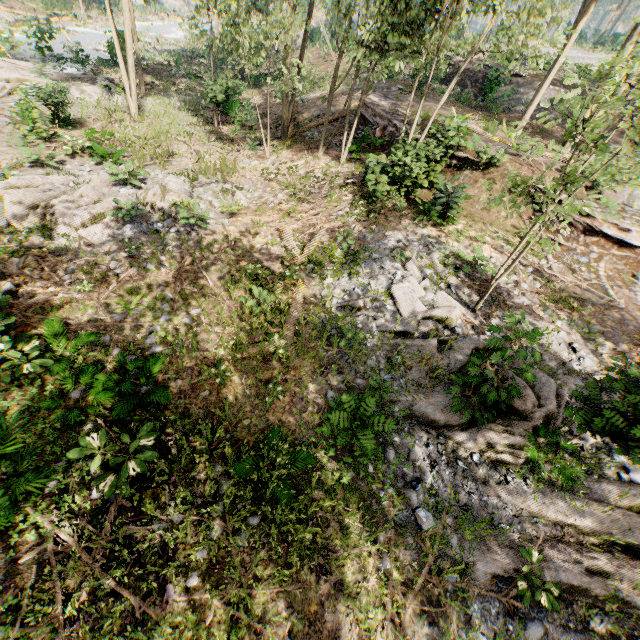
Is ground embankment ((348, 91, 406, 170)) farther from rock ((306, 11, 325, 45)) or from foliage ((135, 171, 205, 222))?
rock ((306, 11, 325, 45))

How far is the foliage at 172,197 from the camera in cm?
1210

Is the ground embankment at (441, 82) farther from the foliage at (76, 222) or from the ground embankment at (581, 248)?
the ground embankment at (581, 248)

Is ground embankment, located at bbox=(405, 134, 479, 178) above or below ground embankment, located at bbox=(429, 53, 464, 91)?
below

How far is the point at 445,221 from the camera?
12.7m

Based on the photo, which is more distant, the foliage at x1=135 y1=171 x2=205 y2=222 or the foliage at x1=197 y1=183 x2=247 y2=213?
the foliage at x1=197 y1=183 x2=247 y2=213

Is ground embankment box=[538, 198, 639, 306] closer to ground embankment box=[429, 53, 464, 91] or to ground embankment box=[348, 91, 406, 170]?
ground embankment box=[348, 91, 406, 170]

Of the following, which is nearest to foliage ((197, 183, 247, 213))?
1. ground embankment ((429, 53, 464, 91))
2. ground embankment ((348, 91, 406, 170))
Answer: ground embankment ((348, 91, 406, 170))
